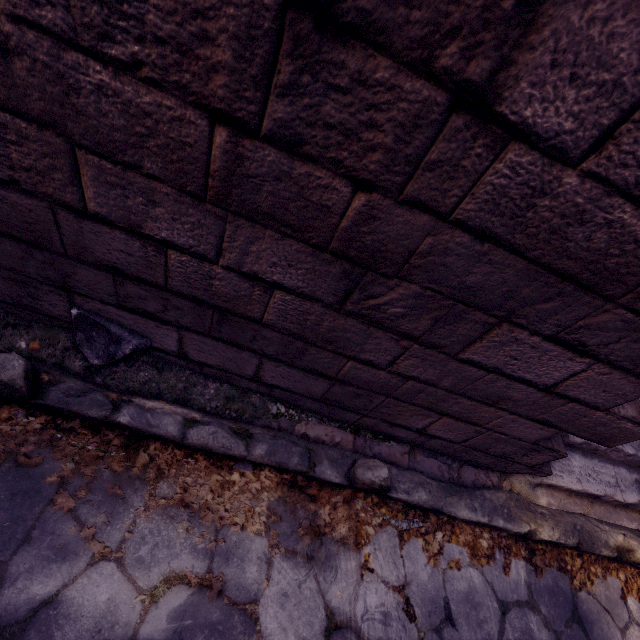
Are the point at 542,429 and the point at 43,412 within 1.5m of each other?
no

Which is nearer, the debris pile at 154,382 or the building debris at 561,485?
the debris pile at 154,382

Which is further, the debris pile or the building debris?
the building debris
